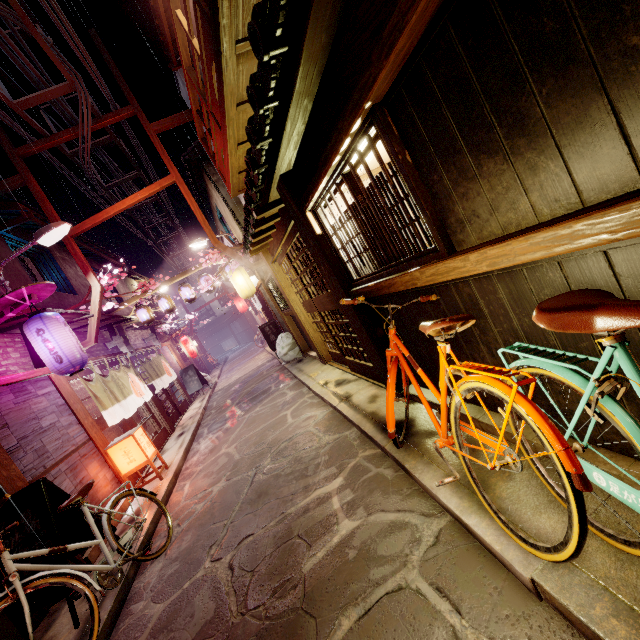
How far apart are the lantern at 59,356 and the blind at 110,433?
3.2m

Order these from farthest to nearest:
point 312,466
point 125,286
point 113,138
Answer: point 125,286
point 113,138
point 312,466

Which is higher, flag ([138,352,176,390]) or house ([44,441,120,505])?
flag ([138,352,176,390])

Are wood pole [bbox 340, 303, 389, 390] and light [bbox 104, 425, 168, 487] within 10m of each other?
yes

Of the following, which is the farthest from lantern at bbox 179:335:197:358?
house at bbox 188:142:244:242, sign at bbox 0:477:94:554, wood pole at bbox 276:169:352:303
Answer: wood pole at bbox 276:169:352:303

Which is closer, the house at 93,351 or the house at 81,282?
the house at 81,282

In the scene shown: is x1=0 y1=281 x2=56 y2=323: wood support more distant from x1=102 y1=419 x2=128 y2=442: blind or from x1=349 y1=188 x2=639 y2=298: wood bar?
x1=349 y1=188 x2=639 y2=298: wood bar

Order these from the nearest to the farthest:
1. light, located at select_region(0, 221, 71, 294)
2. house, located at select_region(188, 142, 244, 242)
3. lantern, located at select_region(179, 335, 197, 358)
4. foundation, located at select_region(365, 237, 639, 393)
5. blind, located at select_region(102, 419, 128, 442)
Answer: foundation, located at select_region(365, 237, 639, 393)
light, located at select_region(0, 221, 71, 294)
blind, located at select_region(102, 419, 128, 442)
house, located at select_region(188, 142, 244, 242)
lantern, located at select_region(179, 335, 197, 358)
